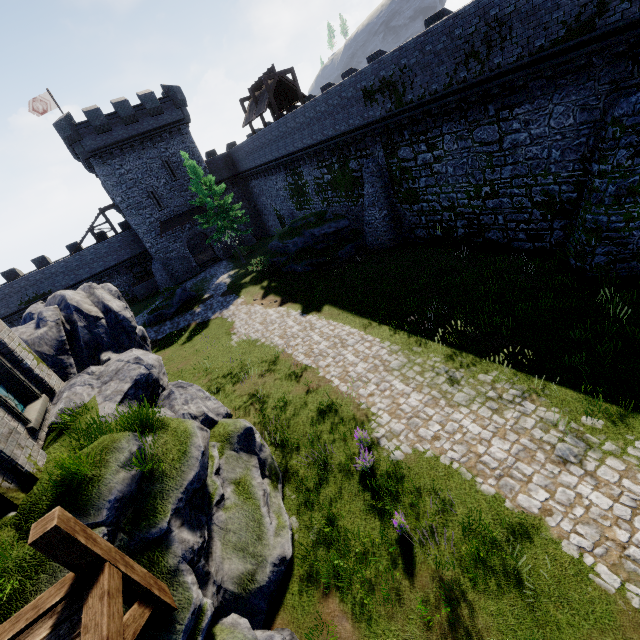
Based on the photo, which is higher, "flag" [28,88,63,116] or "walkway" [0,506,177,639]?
"flag" [28,88,63,116]

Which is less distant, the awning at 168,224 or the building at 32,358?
the building at 32,358

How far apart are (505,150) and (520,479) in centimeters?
1388cm

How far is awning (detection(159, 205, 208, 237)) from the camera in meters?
34.2 m

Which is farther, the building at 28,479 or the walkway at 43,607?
the building at 28,479

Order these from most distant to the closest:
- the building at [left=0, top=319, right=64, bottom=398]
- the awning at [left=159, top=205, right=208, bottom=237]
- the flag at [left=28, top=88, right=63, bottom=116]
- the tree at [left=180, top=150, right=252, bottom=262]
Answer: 1. the awning at [left=159, top=205, right=208, bottom=237]
2. the flag at [left=28, top=88, right=63, bottom=116]
3. the tree at [left=180, top=150, right=252, bottom=262]
4. the building at [left=0, top=319, right=64, bottom=398]

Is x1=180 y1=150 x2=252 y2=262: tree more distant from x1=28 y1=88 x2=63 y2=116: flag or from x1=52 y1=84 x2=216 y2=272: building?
x1=28 y1=88 x2=63 y2=116: flag

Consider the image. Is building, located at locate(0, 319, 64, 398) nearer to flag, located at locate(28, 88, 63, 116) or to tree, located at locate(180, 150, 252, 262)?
tree, located at locate(180, 150, 252, 262)
